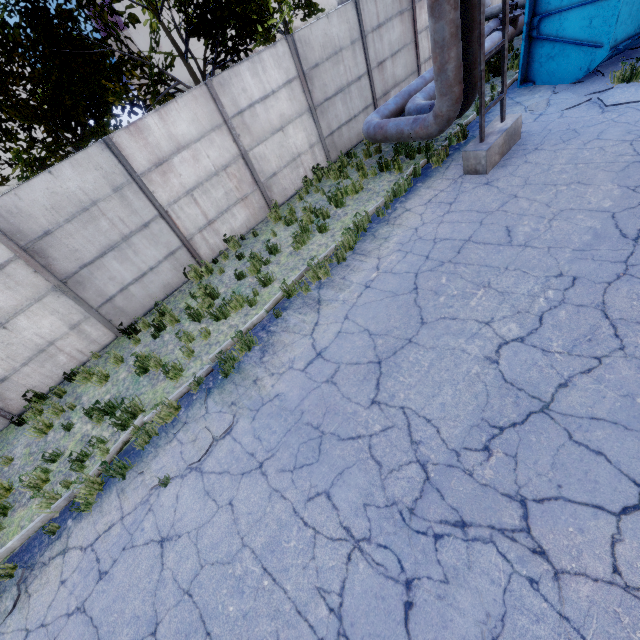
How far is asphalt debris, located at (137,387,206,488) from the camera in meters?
5.0 m

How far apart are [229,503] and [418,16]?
16.5 meters

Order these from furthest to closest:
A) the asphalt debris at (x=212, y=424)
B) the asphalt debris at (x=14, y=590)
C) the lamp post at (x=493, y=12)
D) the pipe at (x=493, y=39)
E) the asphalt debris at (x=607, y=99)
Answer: the lamp post at (x=493, y=12)
the pipe at (x=493, y=39)
the asphalt debris at (x=607, y=99)
the asphalt debris at (x=212, y=424)
the asphalt debris at (x=14, y=590)

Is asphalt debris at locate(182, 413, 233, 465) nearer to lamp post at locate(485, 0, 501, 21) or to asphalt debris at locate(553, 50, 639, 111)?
asphalt debris at locate(553, 50, 639, 111)

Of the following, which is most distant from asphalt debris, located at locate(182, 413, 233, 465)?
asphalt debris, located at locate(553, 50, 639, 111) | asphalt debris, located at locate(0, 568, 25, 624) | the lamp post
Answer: the lamp post

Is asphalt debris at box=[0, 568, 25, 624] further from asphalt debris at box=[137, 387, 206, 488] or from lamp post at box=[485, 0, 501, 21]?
lamp post at box=[485, 0, 501, 21]

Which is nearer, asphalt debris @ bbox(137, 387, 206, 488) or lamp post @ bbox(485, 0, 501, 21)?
asphalt debris @ bbox(137, 387, 206, 488)

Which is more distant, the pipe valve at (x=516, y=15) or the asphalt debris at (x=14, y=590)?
the pipe valve at (x=516, y=15)
